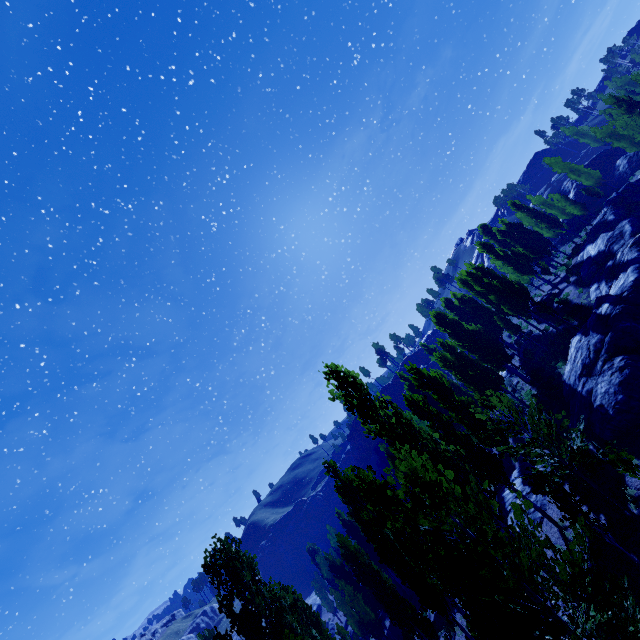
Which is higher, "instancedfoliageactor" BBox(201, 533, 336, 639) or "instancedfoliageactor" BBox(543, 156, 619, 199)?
"instancedfoliageactor" BBox(543, 156, 619, 199)

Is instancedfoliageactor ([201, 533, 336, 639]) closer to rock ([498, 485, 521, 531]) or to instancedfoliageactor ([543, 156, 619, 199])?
instancedfoliageactor ([543, 156, 619, 199])

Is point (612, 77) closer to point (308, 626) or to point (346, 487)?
point (346, 487)

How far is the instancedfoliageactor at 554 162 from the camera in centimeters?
4084cm

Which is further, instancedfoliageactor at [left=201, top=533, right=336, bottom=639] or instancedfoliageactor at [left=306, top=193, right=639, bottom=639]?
instancedfoliageactor at [left=201, top=533, right=336, bottom=639]

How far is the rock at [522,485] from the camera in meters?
18.4

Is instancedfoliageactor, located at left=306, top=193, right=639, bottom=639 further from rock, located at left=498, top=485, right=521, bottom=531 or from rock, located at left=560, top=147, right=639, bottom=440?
rock, located at left=560, top=147, right=639, bottom=440

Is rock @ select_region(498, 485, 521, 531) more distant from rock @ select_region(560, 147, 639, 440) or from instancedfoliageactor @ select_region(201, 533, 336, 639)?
instancedfoliageactor @ select_region(201, 533, 336, 639)
